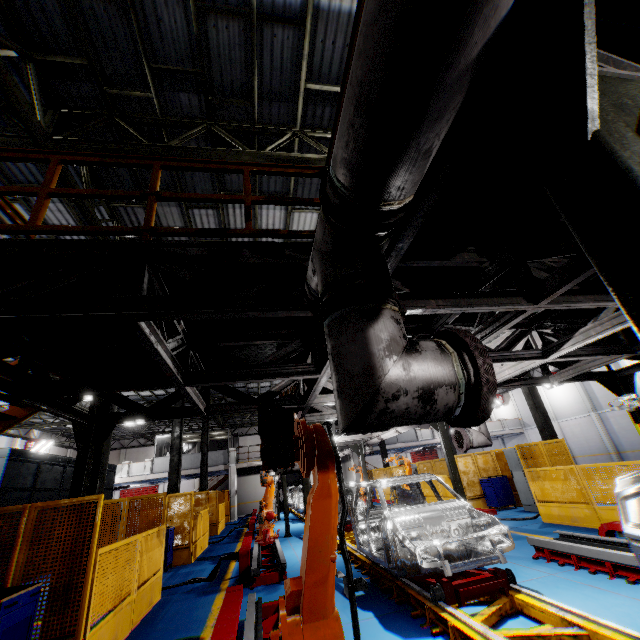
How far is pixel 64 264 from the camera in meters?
3.1 m

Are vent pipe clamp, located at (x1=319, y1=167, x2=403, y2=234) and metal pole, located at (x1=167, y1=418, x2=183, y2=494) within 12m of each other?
no

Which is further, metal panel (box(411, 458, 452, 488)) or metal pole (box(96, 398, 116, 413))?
metal panel (box(411, 458, 452, 488))

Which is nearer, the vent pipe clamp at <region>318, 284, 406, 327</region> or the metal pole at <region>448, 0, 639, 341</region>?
the metal pole at <region>448, 0, 639, 341</region>

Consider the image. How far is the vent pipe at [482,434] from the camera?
7.7 meters

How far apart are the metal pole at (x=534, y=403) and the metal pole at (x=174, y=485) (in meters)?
14.81

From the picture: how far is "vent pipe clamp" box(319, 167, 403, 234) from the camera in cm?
175

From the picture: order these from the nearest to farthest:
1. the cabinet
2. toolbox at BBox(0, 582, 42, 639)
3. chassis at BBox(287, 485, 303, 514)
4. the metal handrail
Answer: the metal handrail, toolbox at BBox(0, 582, 42, 639), the cabinet, chassis at BBox(287, 485, 303, 514)
